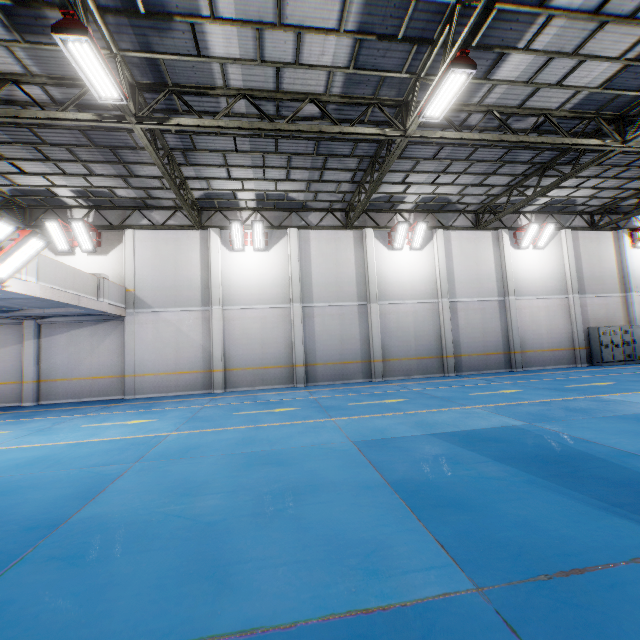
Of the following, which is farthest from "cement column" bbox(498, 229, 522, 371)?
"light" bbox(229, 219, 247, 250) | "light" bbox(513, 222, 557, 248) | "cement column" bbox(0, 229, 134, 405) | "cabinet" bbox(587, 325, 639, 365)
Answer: "cement column" bbox(0, 229, 134, 405)

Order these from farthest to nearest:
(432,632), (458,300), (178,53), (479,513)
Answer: (458,300) → (178,53) → (479,513) → (432,632)

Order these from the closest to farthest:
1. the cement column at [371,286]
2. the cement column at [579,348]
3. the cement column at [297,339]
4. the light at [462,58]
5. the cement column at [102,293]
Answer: the light at [462,58] → the cement column at [102,293] → the cement column at [297,339] → the cement column at [371,286] → the cement column at [579,348]

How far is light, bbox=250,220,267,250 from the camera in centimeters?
1521cm

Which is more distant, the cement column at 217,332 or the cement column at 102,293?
the cement column at 217,332

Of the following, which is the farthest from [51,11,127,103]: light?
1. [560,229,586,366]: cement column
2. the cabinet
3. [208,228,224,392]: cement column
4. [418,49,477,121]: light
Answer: the cabinet

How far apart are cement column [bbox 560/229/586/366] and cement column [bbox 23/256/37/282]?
24.4 meters

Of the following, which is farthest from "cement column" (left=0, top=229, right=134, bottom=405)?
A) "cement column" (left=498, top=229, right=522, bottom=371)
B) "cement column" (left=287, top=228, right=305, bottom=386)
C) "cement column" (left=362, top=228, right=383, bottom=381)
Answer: "cement column" (left=498, top=229, right=522, bottom=371)
